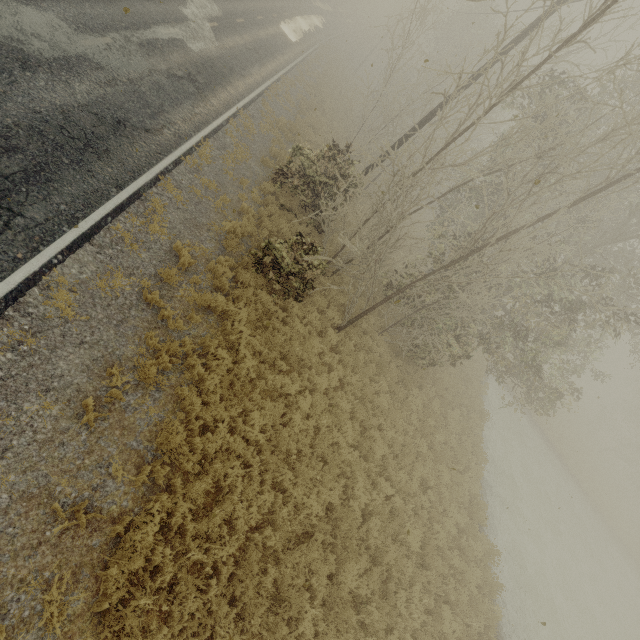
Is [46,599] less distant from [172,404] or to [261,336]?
[172,404]
